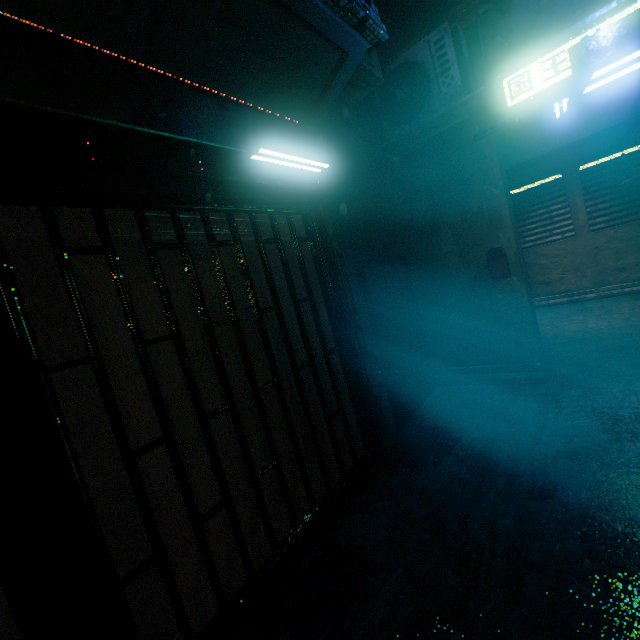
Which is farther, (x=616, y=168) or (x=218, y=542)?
(x=616, y=168)

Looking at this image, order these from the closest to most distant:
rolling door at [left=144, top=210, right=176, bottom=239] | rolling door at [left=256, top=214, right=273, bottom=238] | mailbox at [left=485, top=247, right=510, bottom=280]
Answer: rolling door at [left=144, top=210, right=176, bottom=239] < rolling door at [left=256, top=214, right=273, bottom=238] < mailbox at [left=485, top=247, right=510, bottom=280]

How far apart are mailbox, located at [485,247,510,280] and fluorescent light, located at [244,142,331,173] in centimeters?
223cm

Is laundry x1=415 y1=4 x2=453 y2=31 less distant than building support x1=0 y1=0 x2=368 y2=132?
No

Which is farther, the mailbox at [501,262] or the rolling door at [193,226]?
the mailbox at [501,262]

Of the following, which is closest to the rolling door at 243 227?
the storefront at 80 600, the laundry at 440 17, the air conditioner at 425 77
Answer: the storefront at 80 600

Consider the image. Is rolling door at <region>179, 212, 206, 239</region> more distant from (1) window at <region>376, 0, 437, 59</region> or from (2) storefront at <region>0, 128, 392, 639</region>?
(1) window at <region>376, 0, 437, 59</region>

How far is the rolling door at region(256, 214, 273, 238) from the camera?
2.4 meters
